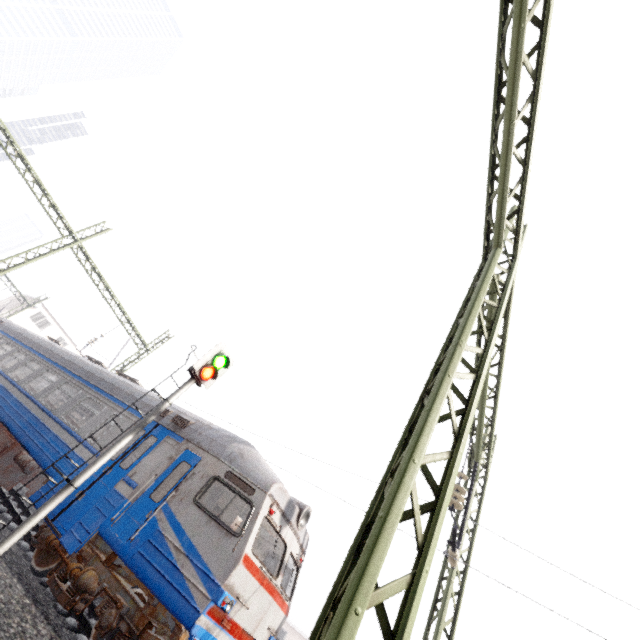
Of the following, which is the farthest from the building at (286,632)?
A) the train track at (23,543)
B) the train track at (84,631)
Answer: the train track at (23,543)

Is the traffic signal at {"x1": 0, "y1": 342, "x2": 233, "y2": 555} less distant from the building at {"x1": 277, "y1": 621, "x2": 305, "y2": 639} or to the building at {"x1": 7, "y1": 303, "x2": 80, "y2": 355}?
the building at {"x1": 7, "y1": 303, "x2": 80, "y2": 355}

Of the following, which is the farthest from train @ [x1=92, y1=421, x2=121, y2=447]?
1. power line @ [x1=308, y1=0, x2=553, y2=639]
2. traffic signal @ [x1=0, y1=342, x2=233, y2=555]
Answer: power line @ [x1=308, y1=0, x2=553, y2=639]

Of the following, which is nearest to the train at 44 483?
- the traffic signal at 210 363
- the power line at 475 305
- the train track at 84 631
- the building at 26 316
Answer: the train track at 84 631

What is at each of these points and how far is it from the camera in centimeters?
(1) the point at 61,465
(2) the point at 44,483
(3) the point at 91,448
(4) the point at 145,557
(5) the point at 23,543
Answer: (1) train, 837cm
(2) train, 870cm
(3) train, 860cm
(4) train, 606cm
(5) train track, 819cm

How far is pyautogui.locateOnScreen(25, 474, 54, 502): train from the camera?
7.7 meters

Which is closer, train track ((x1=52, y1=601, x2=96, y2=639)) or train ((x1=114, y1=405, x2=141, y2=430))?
train track ((x1=52, y1=601, x2=96, y2=639))

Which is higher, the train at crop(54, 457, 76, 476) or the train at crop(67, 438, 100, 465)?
the train at crop(67, 438, 100, 465)
